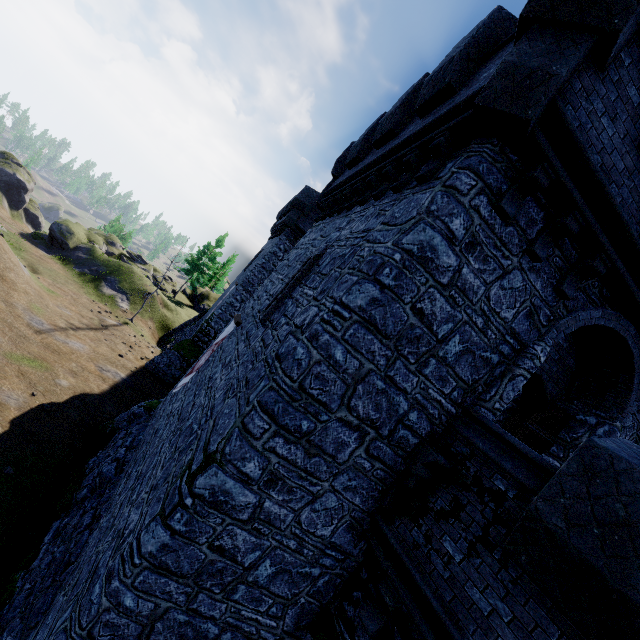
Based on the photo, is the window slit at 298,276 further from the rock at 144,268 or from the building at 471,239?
the rock at 144,268

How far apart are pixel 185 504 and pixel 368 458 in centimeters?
299cm

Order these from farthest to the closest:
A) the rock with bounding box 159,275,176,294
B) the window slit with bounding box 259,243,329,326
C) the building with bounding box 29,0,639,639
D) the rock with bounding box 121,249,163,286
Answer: the rock with bounding box 159,275,176,294 < the rock with bounding box 121,249,163,286 < the window slit with bounding box 259,243,329,326 < the building with bounding box 29,0,639,639

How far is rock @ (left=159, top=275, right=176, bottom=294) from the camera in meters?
48.2 m

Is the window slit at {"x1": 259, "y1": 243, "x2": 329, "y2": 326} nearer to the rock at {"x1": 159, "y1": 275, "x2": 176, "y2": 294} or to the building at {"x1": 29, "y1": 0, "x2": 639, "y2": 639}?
the building at {"x1": 29, "y1": 0, "x2": 639, "y2": 639}
